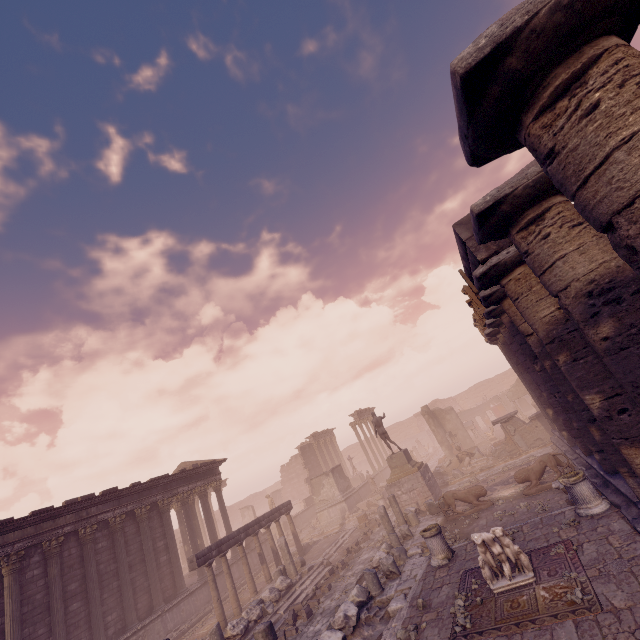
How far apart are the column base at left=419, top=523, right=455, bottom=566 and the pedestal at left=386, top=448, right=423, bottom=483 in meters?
8.0

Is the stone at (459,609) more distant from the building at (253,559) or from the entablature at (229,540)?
the building at (253,559)

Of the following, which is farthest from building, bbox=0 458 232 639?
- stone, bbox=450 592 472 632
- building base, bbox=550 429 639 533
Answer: building base, bbox=550 429 639 533

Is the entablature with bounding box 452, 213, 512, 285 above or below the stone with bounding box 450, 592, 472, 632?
above

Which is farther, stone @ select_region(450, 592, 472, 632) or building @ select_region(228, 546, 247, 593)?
building @ select_region(228, 546, 247, 593)

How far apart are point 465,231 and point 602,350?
3.6 meters

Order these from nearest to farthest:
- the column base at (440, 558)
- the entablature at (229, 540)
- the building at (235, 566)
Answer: the column base at (440, 558)
the entablature at (229, 540)
the building at (235, 566)

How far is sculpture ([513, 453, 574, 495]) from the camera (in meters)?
12.40
